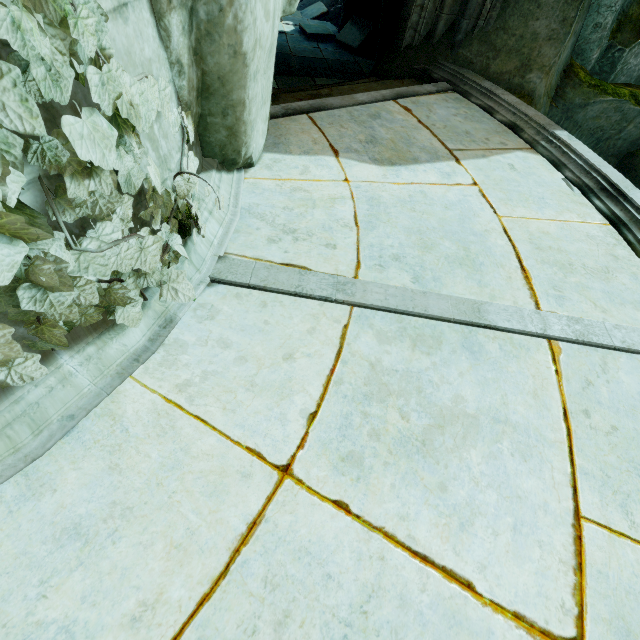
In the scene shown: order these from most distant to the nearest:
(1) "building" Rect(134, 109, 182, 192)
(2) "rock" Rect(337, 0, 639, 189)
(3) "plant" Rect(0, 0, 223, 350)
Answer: (2) "rock" Rect(337, 0, 639, 189) → (1) "building" Rect(134, 109, 182, 192) → (3) "plant" Rect(0, 0, 223, 350)

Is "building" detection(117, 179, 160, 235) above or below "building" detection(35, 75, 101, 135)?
below

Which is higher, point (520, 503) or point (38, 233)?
point (38, 233)

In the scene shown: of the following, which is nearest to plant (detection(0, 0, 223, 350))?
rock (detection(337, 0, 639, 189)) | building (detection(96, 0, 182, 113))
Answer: building (detection(96, 0, 182, 113))

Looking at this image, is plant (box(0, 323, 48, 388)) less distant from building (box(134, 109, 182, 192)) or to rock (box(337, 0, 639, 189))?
building (box(134, 109, 182, 192))

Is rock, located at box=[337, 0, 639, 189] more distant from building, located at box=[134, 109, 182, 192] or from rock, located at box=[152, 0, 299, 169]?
rock, located at box=[152, 0, 299, 169]

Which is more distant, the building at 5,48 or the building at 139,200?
the building at 139,200

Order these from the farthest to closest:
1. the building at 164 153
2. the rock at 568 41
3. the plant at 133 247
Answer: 1. the rock at 568 41
2. the building at 164 153
3. the plant at 133 247
